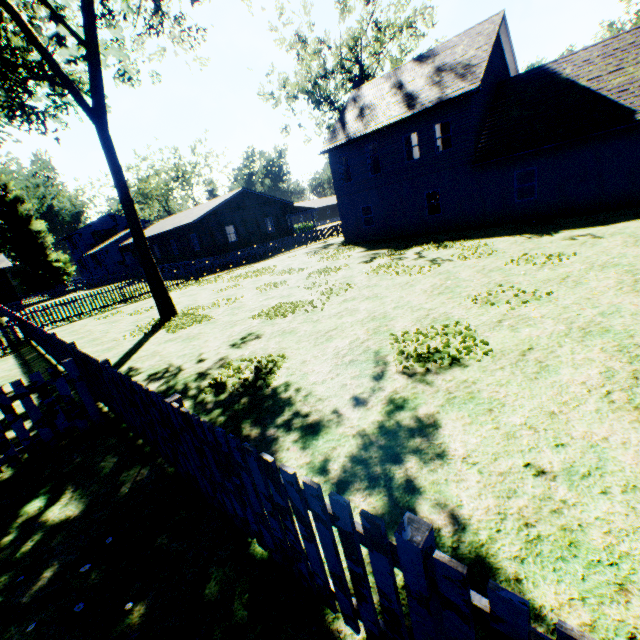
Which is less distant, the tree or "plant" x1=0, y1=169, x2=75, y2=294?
the tree

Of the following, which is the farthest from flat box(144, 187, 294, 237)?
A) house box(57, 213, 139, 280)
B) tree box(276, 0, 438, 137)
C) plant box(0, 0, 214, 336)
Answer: tree box(276, 0, 438, 137)

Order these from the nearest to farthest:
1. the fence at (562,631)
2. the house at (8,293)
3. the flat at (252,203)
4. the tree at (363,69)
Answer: the fence at (562,631) → the tree at (363,69) → the flat at (252,203) → the house at (8,293)

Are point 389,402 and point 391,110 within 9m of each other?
no

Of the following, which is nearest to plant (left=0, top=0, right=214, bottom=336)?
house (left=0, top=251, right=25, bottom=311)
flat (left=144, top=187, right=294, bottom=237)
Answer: house (left=0, top=251, right=25, bottom=311)

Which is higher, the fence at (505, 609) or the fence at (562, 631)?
the fence at (562, 631)

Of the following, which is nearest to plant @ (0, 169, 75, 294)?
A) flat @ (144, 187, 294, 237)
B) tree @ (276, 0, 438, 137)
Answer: tree @ (276, 0, 438, 137)

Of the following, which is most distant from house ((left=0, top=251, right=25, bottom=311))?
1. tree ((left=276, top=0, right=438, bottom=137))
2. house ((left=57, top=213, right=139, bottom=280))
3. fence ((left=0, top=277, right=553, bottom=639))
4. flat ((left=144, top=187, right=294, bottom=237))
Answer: tree ((left=276, top=0, right=438, bottom=137))
